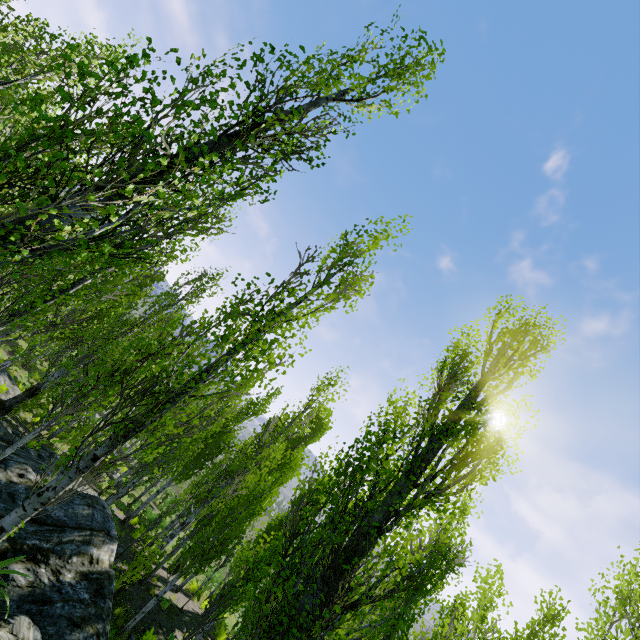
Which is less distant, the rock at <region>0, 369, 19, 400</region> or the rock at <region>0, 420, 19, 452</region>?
the rock at <region>0, 420, 19, 452</region>

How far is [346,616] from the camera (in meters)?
7.05

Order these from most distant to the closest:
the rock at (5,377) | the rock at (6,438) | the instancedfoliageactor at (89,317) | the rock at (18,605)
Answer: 1. the rock at (5,377)
2. the rock at (6,438)
3. the rock at (18,605)
4. the instancedfoliageactor at (89,317)

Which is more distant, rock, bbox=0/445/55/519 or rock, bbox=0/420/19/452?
rock, bbox=0/420/19/452

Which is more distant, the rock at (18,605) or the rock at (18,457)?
the rock at (18,457)

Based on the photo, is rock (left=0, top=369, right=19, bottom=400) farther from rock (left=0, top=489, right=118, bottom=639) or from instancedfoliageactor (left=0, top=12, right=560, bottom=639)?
rock (left=0, top=489, right=118, bottom=639)

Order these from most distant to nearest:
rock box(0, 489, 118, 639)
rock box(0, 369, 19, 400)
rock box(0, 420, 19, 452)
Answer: rock box(0, 369, 19, 400) → rock box(0, 420, 19, 452) → rock box(0, 489, 118, 639)
